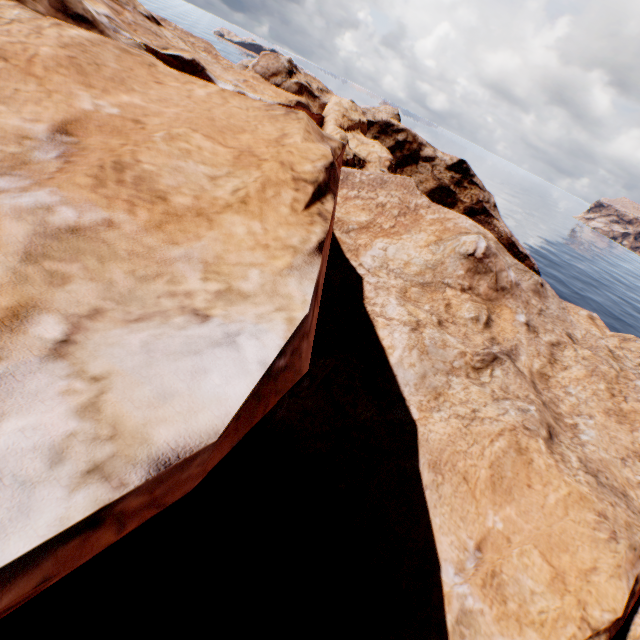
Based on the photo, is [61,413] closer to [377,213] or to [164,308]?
[164,308]
